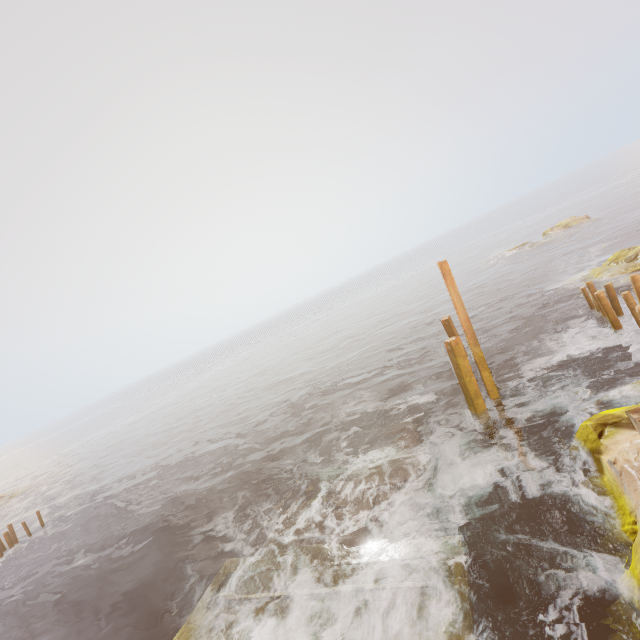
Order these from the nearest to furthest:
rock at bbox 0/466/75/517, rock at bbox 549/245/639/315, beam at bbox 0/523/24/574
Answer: rock at bbox 549/245/639/315 → beam at bbox 0/523/24/574 → rock at bbox 0/466/75/517

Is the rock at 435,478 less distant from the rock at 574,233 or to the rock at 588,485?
the rock at 588,485

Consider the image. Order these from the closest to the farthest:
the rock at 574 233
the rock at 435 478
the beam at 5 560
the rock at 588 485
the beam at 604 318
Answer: the rock at 588 485, the rock at 435 478, the beam at 604 318, the beam at 5 560, the rock at 574 233

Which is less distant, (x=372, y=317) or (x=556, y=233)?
(x=556, y=233)

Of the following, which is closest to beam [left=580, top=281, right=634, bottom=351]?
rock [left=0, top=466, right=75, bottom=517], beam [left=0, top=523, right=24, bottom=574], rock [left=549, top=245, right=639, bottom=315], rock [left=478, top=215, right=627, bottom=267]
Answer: rock [left=549, top=245, right=639, bottom=315]

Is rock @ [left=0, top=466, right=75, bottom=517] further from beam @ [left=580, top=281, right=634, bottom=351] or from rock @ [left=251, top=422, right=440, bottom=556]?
beam @ [left=580, top=281, right=634, bottom=351]

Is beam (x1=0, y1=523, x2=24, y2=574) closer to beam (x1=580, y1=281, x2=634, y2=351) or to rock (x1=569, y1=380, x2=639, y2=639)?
rock (x1=569, y1=380, x2=639, y2=639)

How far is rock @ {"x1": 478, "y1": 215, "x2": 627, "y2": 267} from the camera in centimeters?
3266cm
